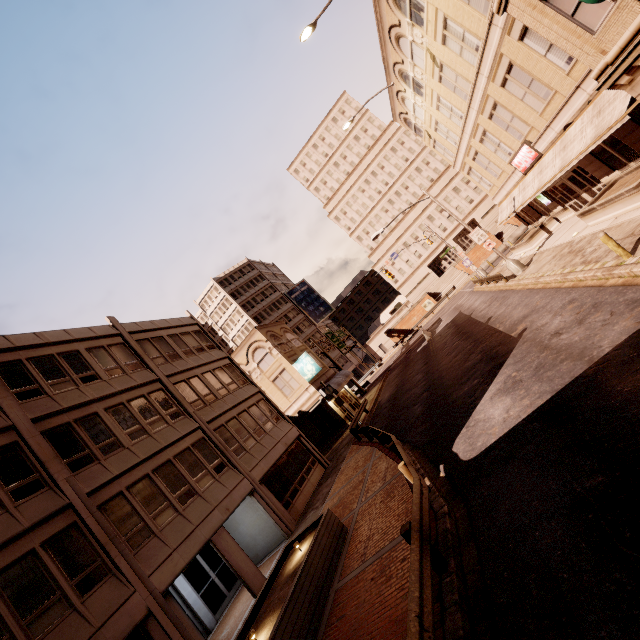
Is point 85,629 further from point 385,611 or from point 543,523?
point 543,523

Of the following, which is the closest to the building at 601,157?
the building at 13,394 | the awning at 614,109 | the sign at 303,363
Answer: the awning at 614,109

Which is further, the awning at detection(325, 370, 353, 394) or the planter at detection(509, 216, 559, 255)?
the awning at detection(325, 370, 353, 394)

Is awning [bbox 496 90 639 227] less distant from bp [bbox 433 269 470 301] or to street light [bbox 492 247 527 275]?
street light [bbox 492 247 527 275]

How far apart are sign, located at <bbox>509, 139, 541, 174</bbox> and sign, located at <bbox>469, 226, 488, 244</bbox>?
4.84m

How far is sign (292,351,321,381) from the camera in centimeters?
3097cm

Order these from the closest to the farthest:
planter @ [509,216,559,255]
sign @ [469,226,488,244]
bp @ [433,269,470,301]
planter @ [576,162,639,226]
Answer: planter @ [576,162,639,226], sign @ [469,226,488,244], planter @ [509,216,559,255], bp @ [433,269,470,301]

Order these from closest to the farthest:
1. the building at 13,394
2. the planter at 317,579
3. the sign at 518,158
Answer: the planter at 317,579, the building at 13,394, the sign at 518,158
